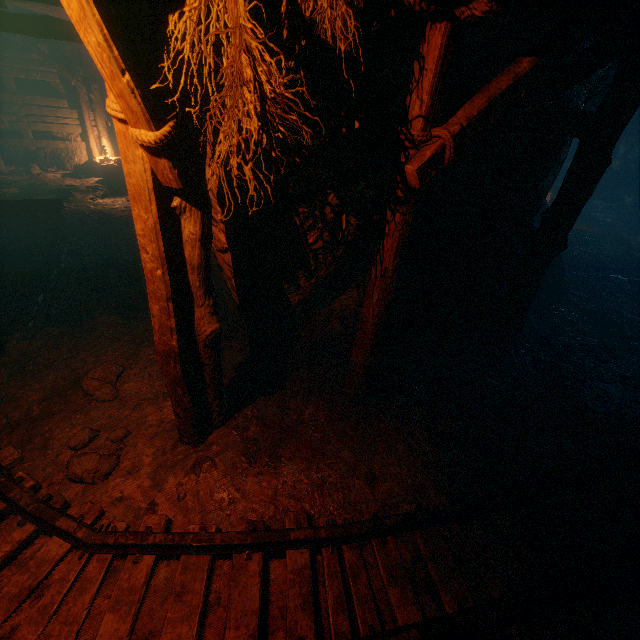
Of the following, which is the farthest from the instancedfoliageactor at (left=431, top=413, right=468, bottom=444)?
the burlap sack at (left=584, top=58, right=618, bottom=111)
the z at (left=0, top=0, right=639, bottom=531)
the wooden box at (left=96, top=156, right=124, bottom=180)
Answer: the wooden box at (left=96, top=156, right=124, bottom=180)

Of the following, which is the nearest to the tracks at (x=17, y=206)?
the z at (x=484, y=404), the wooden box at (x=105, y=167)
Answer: the z at (x=484, y=404)

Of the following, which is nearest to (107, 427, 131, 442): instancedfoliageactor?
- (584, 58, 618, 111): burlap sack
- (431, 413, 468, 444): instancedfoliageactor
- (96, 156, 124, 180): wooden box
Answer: (431, 413, 468, 444): instancedfoliageactor

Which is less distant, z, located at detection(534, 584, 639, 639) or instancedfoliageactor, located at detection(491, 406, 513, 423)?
z, located at detection(534, 584, 639, 639)

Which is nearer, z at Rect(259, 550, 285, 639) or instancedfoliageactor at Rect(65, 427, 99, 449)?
z at Rect(259, 550, 285, 639)

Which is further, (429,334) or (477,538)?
(429,334)

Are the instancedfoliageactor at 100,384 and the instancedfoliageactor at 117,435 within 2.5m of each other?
yes

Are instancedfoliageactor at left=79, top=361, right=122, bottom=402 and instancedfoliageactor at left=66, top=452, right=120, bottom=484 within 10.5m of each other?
yes
